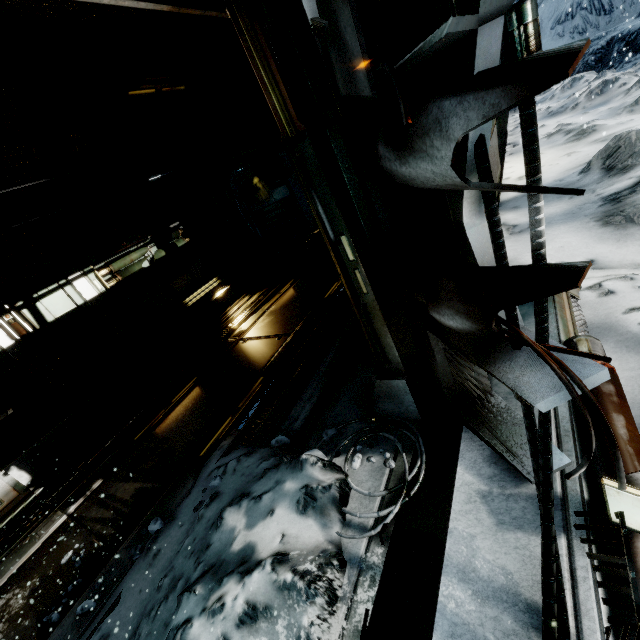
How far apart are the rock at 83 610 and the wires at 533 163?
3.9m

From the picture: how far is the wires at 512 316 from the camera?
1.4 meters

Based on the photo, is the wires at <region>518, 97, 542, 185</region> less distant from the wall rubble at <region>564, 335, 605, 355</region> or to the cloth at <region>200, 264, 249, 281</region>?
the wall rubble at <region>564, 335, 605, 355</region>

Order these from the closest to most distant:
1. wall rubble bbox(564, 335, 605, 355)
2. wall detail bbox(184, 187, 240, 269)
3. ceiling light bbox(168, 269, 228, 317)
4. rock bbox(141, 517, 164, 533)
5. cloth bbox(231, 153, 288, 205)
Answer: wall rubble bbox(564, 335, 605, 355) → rock bbox(141, 517, 164, 533) → ceiling light bbox(168, 269, 228, 317) → wall detail bbox(184, 187, 240, 269) → cloth bbox(231, 153, 288, 205)

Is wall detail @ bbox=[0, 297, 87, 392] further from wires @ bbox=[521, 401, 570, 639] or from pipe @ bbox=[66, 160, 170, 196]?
wires @ bbox=[521, 401, 570, 639]

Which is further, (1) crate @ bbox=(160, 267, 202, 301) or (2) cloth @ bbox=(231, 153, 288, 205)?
(2) cloth @ bbox=(231, 153, 288, 205)

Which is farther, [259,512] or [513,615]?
[259,512]

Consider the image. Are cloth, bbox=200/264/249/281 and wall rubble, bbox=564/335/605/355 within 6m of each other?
no
